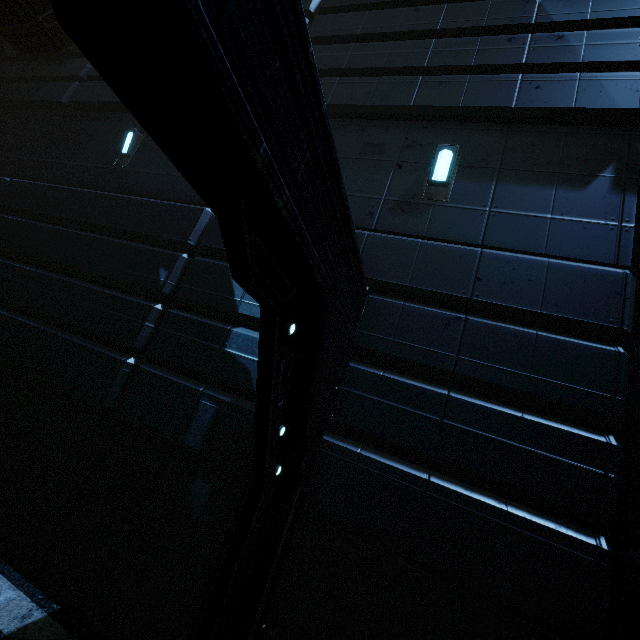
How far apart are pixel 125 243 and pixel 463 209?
5.7 meters
